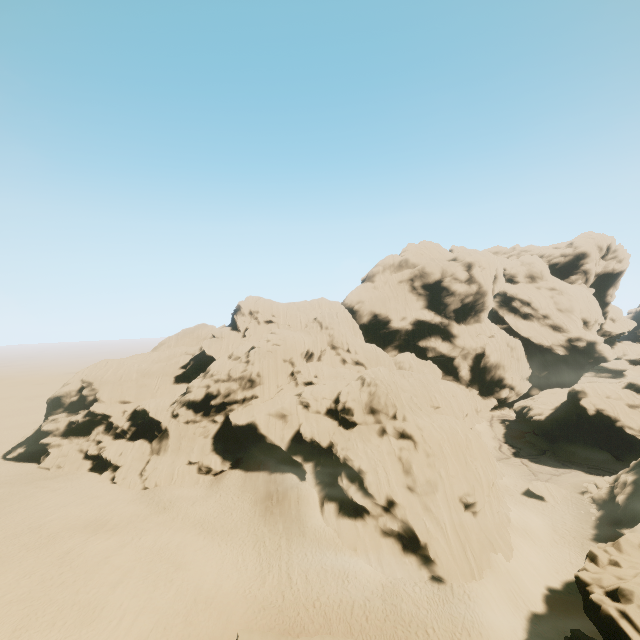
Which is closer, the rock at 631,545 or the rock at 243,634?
the rock at 631,545

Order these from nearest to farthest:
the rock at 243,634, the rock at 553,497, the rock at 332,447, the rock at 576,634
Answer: the rock at 576,634 → the rock at 243,634 → the rock at 332,447 → the rock at 553,497

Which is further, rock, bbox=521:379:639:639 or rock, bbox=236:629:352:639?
rock, bbox=236:629:352:639

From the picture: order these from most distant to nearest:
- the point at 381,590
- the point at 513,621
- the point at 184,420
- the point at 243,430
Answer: the point at 184,420, the point at 243,430, the point at 381,590, the point at 513,621

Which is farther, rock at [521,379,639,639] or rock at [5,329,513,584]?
rock at [5,329,513,584]

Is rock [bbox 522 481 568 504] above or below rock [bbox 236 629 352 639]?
below
